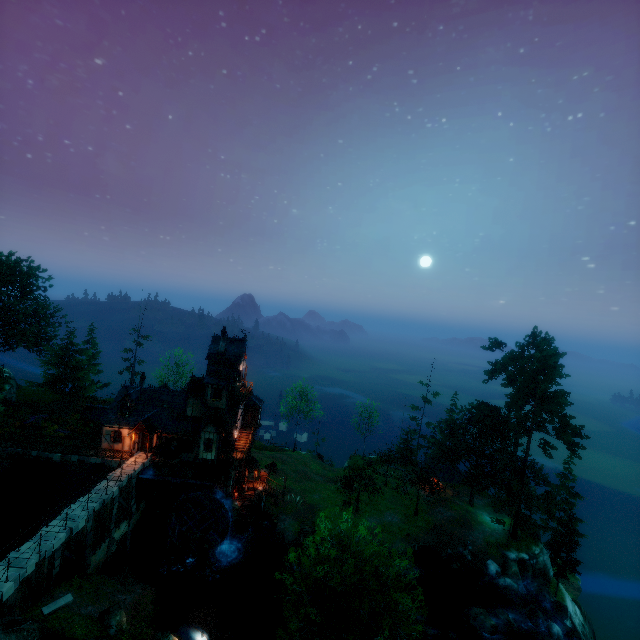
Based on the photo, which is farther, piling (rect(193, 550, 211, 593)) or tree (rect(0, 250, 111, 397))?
tree (rect(0, 250, 111, 397))

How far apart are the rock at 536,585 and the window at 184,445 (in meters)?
41.04

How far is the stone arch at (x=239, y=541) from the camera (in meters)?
36.33

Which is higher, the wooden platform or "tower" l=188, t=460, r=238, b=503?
"tower" l=188, t=460, r=238, b=503

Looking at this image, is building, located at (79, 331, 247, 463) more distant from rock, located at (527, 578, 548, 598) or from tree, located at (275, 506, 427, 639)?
rock, located at (527, 578, 548, 598)

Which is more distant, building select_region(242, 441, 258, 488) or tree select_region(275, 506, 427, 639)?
building select_region(242, 441, 258, 488)

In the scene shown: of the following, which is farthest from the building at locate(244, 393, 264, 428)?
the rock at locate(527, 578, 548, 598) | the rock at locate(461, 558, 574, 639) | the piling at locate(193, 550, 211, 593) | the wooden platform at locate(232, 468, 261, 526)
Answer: the rock at locate(527, 578, 548, 598)

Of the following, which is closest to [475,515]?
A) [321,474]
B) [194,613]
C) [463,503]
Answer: [463,503]
